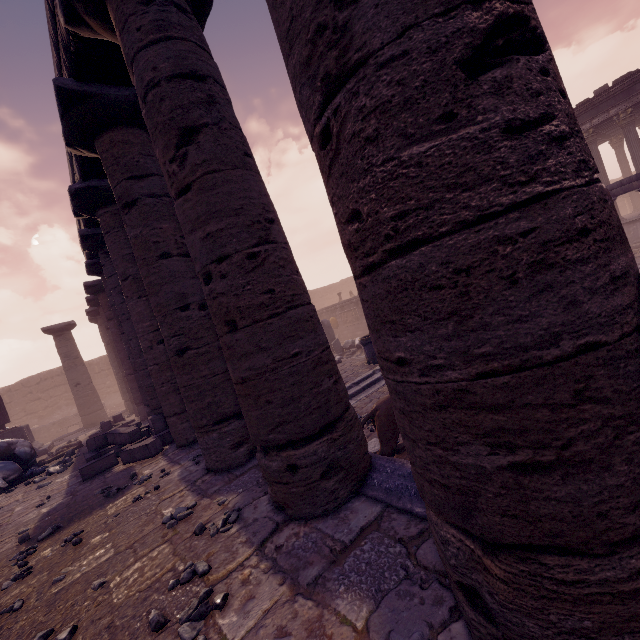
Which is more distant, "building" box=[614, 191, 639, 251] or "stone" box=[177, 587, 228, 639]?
"building" box=[614, 191, 639, 251]

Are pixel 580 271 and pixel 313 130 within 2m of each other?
yes

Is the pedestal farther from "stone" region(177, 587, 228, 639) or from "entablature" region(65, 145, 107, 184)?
"stone" region(177, 587, 228, 639)

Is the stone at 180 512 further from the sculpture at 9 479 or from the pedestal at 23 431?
the pedestal at 23 431

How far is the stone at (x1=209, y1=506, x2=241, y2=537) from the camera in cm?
309

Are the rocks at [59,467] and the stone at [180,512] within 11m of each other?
yes

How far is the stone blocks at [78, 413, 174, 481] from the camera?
6.6 meters

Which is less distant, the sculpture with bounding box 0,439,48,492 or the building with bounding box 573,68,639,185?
the sculpture with bounding box 0,439,48,492
